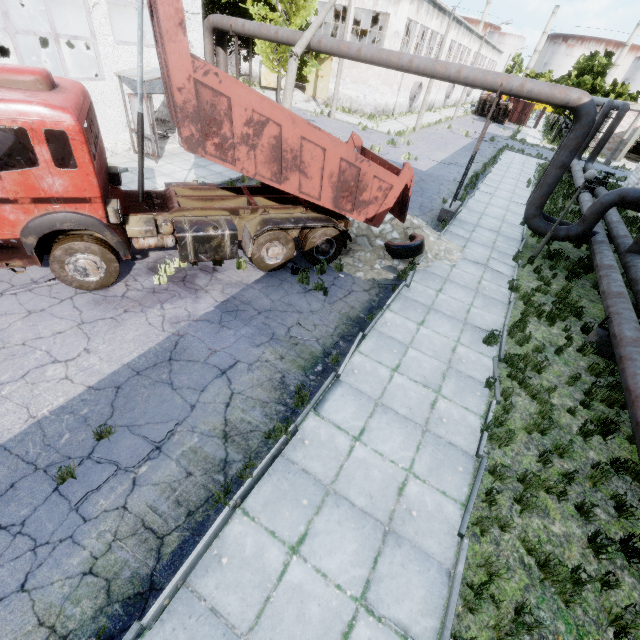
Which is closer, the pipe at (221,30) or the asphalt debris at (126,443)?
the asphalt debris at (126,443)

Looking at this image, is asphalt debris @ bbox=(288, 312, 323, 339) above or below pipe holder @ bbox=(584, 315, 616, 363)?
below

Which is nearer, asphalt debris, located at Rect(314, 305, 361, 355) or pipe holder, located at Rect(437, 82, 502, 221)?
asphalt debris, located at Rect(314, 305, 361, 355)

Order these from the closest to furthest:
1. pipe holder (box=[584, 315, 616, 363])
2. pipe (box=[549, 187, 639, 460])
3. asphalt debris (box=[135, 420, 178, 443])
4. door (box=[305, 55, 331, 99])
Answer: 1. asphalt debris (box=[135, 420, 178, 443])
2. pipe (box=[549, 187, 639, 460])
3. pipe holder (box=[584, 315, 616, 363])
4. door (box=[305, 55, 331, 99])

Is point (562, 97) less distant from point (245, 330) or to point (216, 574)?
point (245, 330)

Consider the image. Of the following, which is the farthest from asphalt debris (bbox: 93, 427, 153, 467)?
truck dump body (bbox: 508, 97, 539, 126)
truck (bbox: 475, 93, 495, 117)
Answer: truck dump body (bbox: 508, 97, 539, 126)

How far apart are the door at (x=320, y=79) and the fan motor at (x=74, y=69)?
24.0 meters

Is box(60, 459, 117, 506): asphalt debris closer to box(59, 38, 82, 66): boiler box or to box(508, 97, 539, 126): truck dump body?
box(59, 38, 82, 66): boiler box
